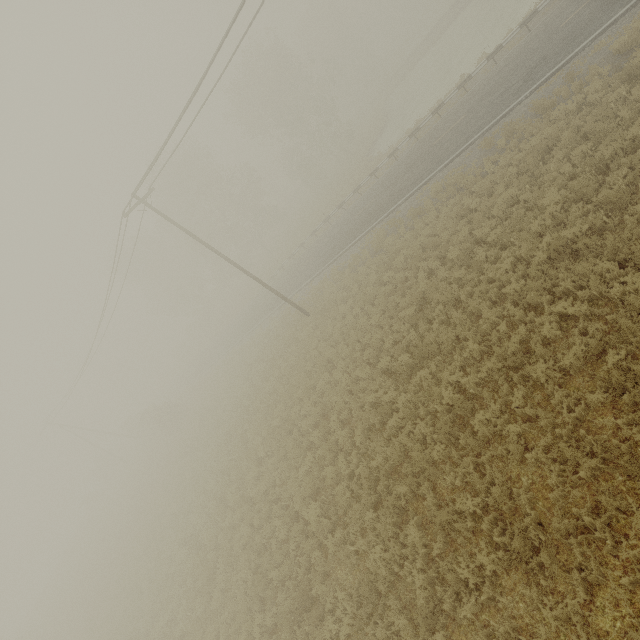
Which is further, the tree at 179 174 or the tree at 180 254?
the tree at 180 254

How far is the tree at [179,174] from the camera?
37.7m

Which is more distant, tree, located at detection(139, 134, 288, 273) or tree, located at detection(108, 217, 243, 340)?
tree, located at detection(108, 217, 243, 340)

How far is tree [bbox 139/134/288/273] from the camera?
37.7 meters

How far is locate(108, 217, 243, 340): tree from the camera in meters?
45.3 m

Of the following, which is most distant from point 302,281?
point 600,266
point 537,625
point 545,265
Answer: point 537,625
